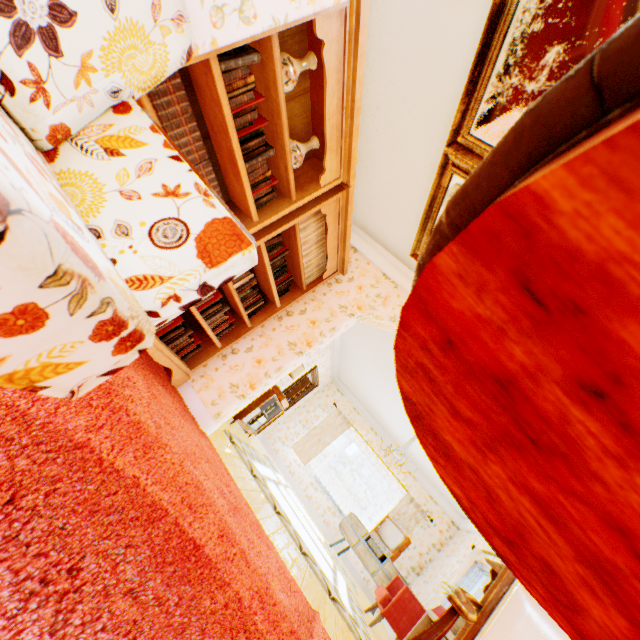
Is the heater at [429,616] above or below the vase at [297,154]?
below

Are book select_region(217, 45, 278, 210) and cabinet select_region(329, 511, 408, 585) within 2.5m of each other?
no

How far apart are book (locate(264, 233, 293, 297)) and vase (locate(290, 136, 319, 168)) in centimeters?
65cm

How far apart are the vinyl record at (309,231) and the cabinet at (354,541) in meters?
7.0

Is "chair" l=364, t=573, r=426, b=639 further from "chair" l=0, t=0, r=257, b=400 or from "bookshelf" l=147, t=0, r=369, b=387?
"chair" l=0, t=0, r=257, b=400

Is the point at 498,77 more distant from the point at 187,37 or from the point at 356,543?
the point at 356,543

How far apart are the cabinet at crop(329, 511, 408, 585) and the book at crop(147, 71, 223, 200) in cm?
812

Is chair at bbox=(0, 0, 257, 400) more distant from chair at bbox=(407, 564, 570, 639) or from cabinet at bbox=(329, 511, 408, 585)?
cabinet at bbox=(329, 511, 408, 585)
